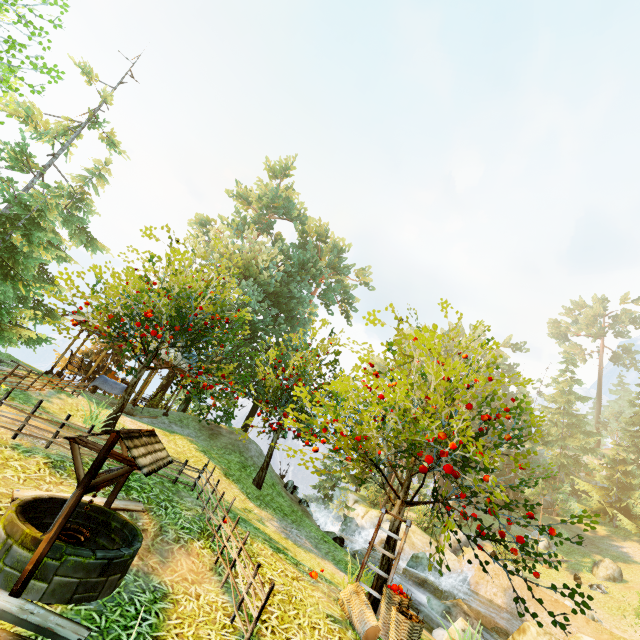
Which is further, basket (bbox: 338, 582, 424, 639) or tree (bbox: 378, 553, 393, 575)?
tree (bbox: 378, 553, 393, 575)

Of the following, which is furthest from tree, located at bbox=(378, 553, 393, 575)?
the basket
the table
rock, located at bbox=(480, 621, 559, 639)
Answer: rock, located at bbox=(480, 621, 559, 639)

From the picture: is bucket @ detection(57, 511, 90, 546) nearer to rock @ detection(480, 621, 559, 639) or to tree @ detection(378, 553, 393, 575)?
tree @ detection(378, 553, 393, 575)

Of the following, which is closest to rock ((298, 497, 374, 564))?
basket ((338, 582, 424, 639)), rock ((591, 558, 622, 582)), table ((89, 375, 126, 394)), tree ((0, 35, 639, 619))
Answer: tree ((0, 35, 639, 619))

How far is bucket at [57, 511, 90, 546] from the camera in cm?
374

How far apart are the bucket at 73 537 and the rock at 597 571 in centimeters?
3633cm

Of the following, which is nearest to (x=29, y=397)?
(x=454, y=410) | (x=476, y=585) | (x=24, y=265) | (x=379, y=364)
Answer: (x=379, y=364)

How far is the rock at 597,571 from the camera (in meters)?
24.39
